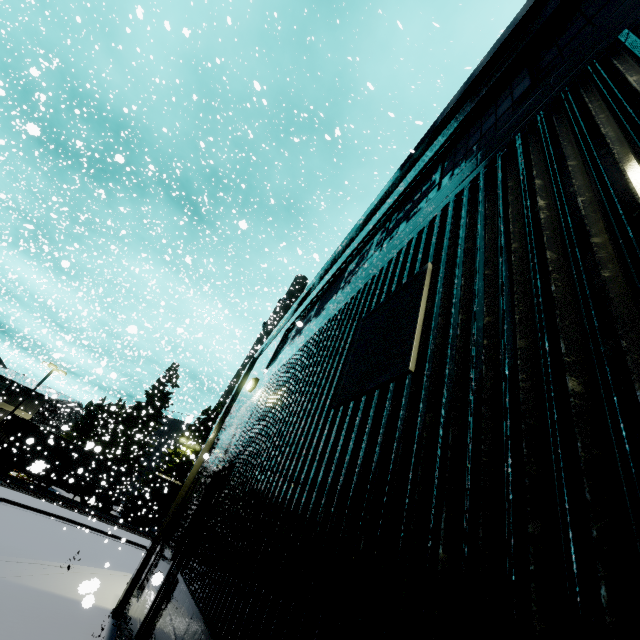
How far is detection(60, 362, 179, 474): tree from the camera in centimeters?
3594cm

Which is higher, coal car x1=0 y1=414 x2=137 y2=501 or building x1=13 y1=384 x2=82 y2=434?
building x1=13 y1=384 x2=82 y2=434

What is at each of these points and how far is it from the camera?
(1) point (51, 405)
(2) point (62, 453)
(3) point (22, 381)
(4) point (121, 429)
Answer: (1) building, 38.0m
(2) coal car, 29.6m
(3) building, 38.5m
(4) tree, 43.0m

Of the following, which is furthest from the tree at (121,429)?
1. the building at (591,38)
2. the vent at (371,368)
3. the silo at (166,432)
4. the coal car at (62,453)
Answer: the vent at (371,368)

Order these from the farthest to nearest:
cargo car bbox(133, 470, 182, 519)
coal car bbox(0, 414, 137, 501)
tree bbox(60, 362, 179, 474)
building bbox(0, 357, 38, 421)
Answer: tree bbox(60, 362, 179, 474), building bbox(0, 357, 38, 421), cargo car bbox(133, 470, 182, 519), coal car bbox(0, 414, 137, 501)

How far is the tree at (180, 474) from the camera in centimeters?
3951cm

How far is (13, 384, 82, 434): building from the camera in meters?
34.5
